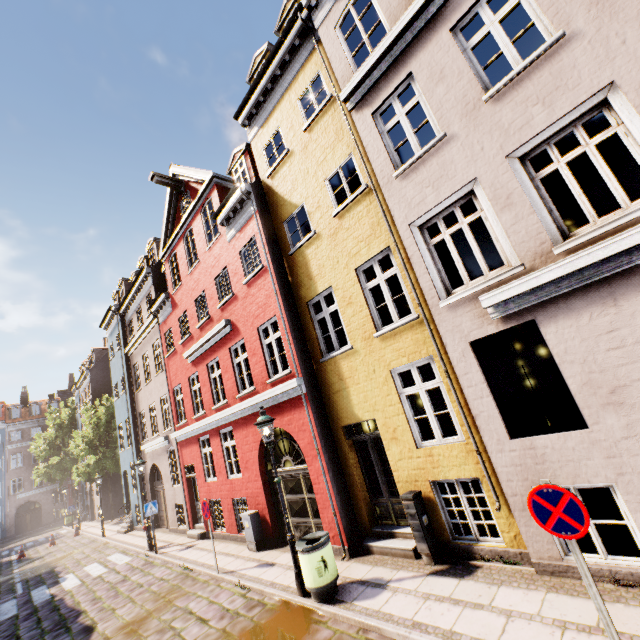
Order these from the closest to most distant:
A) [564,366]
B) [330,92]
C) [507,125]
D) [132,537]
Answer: [564,366], [507,125], [330,92], [132,537]

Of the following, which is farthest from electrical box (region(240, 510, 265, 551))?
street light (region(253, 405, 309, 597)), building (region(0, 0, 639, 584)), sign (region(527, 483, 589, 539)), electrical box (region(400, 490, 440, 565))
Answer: sign (region(527, 483, 589, 539))

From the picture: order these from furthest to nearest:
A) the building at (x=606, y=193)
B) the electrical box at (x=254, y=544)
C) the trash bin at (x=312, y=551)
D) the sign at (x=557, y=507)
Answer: the electrical box at (x=254, y=544)
the trash bin at (x=312, y=551)
the building at (x=606, y=193)
the sign at (x=557, y=507)

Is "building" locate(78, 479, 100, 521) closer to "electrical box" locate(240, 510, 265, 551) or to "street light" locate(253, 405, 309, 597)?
"electrical box" locate(240, 510, 265, 551)

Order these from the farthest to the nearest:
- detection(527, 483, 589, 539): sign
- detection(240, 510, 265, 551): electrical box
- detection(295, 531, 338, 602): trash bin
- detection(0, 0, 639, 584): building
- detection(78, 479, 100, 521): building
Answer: detection(78, 479, 100, 521): building < detection(240, 510, 265, 551): electrical box < detection(295, 531, 338, 602): trash bin < detection(0, 0, 639, 584): building < detection(527, 483, 589, 539): sign

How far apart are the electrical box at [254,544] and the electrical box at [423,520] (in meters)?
5.60

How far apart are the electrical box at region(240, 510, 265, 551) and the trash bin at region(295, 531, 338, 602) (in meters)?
3.91

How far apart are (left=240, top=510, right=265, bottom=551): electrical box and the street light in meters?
3.7 m
